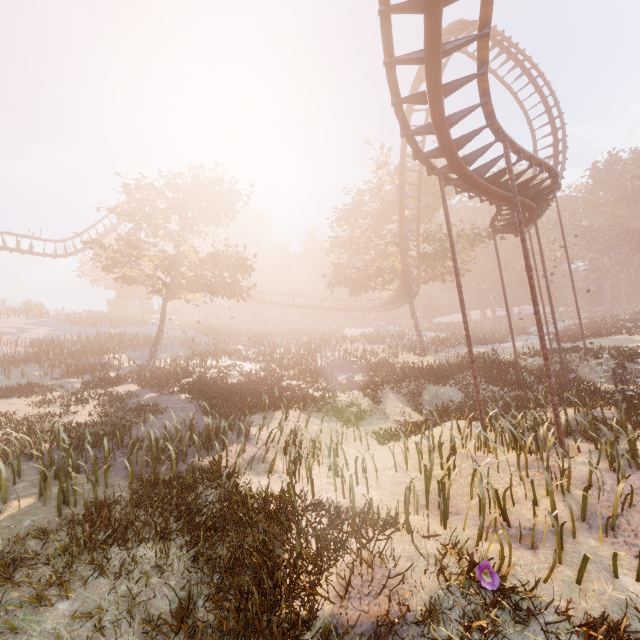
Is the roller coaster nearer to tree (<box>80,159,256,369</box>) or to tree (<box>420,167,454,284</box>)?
tree (<box>420,167,454,284</box>)

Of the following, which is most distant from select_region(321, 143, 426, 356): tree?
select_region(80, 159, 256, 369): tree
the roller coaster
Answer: select_region(80, 159, 256, 369): tree

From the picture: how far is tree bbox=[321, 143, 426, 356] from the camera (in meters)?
28.62

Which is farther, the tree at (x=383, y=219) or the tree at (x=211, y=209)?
the tree at (x=383, y=219)

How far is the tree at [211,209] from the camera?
21.5m

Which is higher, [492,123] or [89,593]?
[492,123]

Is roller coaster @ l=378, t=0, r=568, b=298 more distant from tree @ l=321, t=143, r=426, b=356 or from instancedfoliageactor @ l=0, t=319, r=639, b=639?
instancedfoliageactor @ l=0, t=319, r=639, b=639
